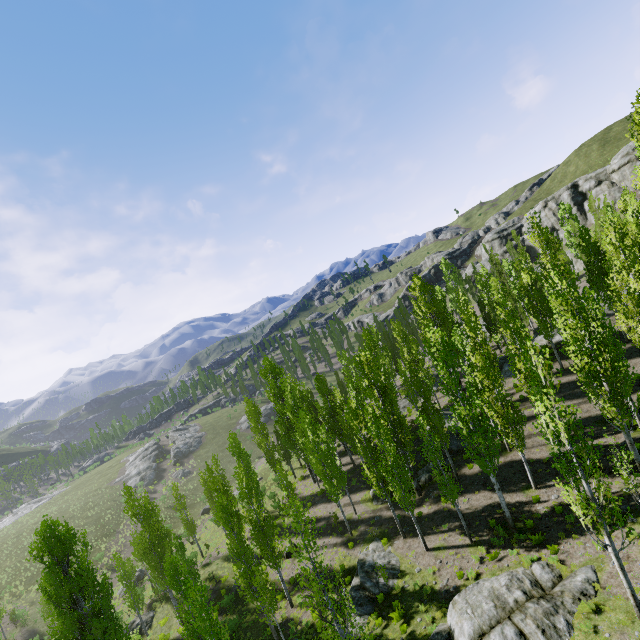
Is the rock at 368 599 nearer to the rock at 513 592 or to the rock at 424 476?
the rock at 424 476

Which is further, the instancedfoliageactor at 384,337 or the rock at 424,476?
the rock at 424,476

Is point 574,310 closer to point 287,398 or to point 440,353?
point 440,353

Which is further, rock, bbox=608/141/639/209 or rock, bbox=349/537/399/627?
rock, bbox=608/141/639/209

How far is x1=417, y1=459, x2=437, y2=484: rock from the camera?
26.5m

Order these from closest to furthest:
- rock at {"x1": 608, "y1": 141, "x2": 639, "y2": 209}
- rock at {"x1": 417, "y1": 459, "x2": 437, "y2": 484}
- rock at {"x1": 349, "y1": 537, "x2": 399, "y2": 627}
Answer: rock at {"x1": 349, "y1": 537, "x2": 399, "y2": 627} < rock at {"x1": 417, "y1": 459, "x2": 437, "y2": 484} < rock at {"x1": 608, "y1": 141, "x2": 639, "y2": 209}

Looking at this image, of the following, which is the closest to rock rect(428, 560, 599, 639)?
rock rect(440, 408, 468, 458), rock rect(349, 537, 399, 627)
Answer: rock rect(349, 537, 399, 627)

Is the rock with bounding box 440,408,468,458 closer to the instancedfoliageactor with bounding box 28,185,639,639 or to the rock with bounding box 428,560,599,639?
the instancedfoliageactor with bounding box 28,185,639,639
